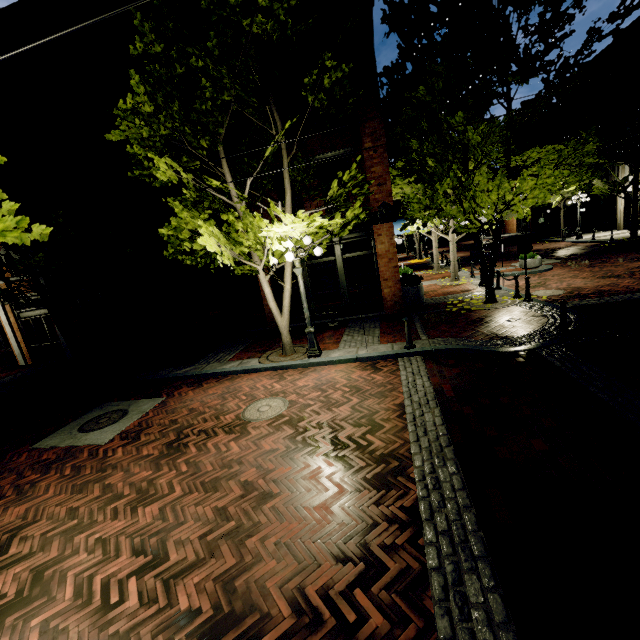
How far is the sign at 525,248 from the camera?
11.0m

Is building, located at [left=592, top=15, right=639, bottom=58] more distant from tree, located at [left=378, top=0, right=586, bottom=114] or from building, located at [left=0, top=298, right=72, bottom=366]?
building, located at [left=0, top=298, right=72, bottom=366]

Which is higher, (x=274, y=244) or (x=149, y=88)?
(x=149, y=88)

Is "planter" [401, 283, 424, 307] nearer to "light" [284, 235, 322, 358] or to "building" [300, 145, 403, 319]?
"building" [300, 145, 403, 319]

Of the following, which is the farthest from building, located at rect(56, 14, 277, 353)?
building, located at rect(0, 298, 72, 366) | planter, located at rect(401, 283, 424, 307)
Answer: building, located at rect(0, 298, 72, 366)

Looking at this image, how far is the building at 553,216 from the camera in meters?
36.0

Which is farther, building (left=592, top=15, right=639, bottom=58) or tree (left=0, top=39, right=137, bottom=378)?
building (left=592, top=15, right=639, bottom=58)

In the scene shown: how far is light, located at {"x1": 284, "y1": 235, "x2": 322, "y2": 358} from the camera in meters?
8.3
